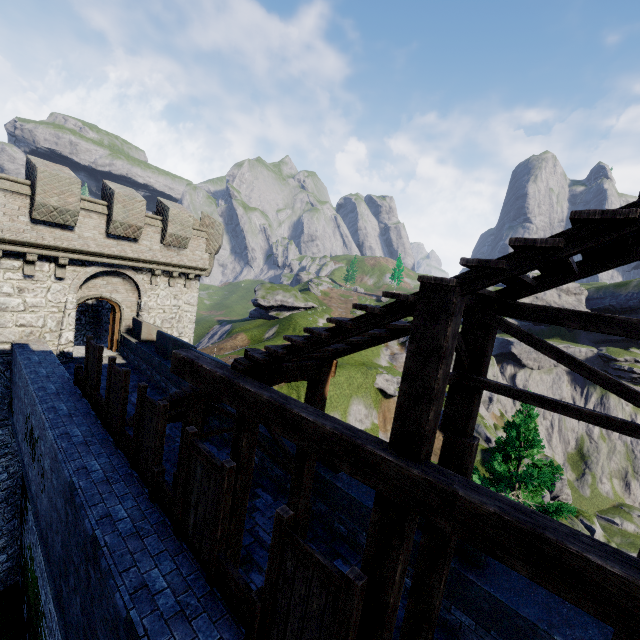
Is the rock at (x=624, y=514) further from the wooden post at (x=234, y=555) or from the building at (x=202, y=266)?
the wooden post at (x=234, y=555)

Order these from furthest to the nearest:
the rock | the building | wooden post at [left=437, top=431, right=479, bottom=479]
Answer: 1. the rock
2. the building
3. wooden post at [left=437, top=431, right=479, bottom=479]

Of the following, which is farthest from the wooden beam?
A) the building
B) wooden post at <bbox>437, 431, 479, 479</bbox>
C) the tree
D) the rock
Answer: the rock

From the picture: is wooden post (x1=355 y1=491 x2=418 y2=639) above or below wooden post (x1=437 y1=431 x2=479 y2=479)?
below

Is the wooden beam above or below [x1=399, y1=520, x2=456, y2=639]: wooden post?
above

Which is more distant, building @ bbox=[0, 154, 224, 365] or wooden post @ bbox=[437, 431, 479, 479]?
building @ bbox=[0, 154, 224, 365]

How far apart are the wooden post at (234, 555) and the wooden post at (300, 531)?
1.3m

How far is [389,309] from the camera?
3.24m
